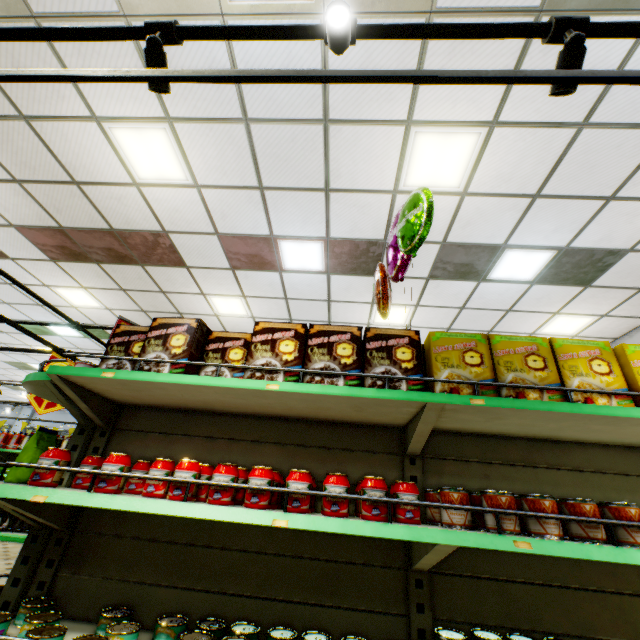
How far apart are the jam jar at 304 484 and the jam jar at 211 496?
0.1 meters

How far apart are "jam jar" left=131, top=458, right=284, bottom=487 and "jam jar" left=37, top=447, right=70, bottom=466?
0.63m

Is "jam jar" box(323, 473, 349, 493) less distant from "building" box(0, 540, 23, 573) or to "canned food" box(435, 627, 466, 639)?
"canned food" box(435, 627, 466, 639)

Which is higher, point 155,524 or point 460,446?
point 460,446

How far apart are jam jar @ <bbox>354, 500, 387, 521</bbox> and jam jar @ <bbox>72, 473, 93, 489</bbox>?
1.23m

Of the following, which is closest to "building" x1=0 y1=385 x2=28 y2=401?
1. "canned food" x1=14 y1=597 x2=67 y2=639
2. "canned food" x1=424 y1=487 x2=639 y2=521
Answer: "canned food" x1=14 y1=597 x2=67 y2=639
